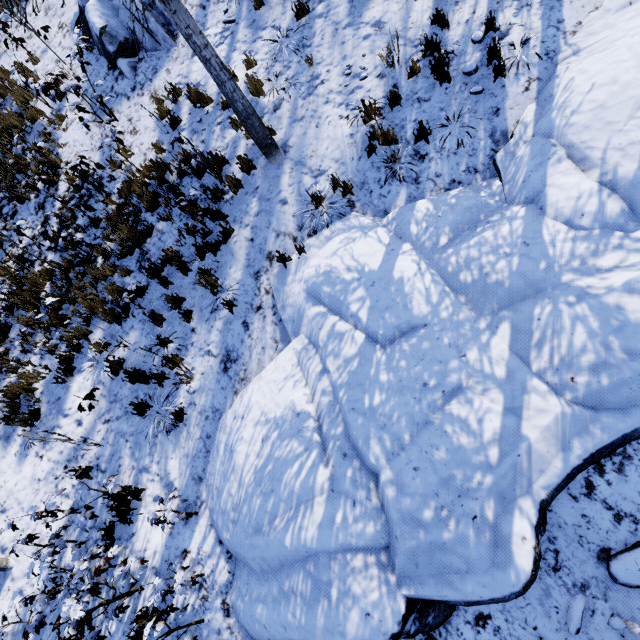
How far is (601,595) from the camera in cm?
336

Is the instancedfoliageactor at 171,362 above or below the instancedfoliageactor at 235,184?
below

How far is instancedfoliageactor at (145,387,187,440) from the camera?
5.8 meters

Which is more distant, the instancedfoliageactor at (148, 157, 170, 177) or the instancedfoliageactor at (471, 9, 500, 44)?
the instancedfoliageactor at (148, 157, 170, 177)

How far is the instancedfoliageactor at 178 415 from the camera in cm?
578

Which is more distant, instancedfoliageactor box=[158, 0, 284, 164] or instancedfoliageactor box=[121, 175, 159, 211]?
instancedfoliageactor box=[121, 175, 159, 211]
